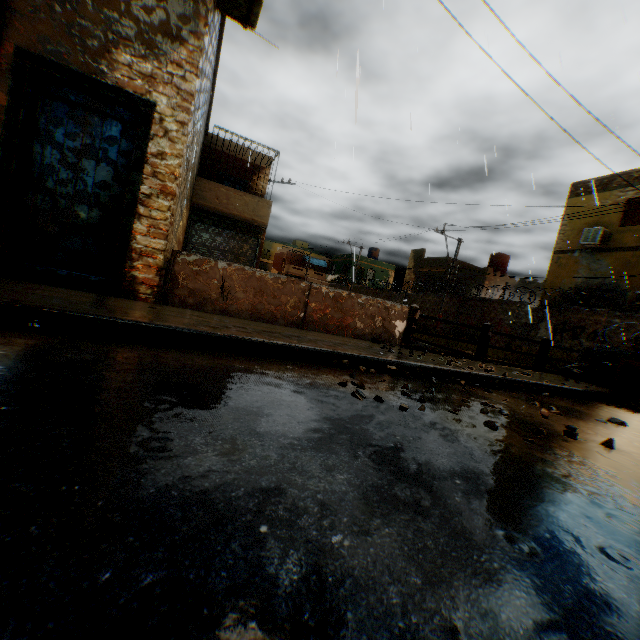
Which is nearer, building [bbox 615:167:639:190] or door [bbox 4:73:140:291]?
door [bbox 4:73:140:291]

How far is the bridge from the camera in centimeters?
709cm

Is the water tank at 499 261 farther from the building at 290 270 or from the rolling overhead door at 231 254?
the rolling overhead door at 231 254

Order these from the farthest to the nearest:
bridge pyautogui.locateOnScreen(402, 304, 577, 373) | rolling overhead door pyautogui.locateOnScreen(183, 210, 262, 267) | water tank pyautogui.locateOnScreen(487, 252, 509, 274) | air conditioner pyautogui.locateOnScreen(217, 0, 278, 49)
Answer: water tank pyautogui.locateOnScreen(487, 252, 509, 274) < rolling overhead door pyautogui.locateOnScreen(183, 210, 262, 267) < bridge pyautogui.locateOnScreen(402, 304, 577, 373) < air conditioner pyautogui.locateOnScreen(217, 0, 278, 49)

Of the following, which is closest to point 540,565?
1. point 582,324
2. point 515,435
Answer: point 515,435

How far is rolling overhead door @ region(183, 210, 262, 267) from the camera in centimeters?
1480cm

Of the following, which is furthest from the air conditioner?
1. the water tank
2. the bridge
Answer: the water tank

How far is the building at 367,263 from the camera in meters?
43.6
